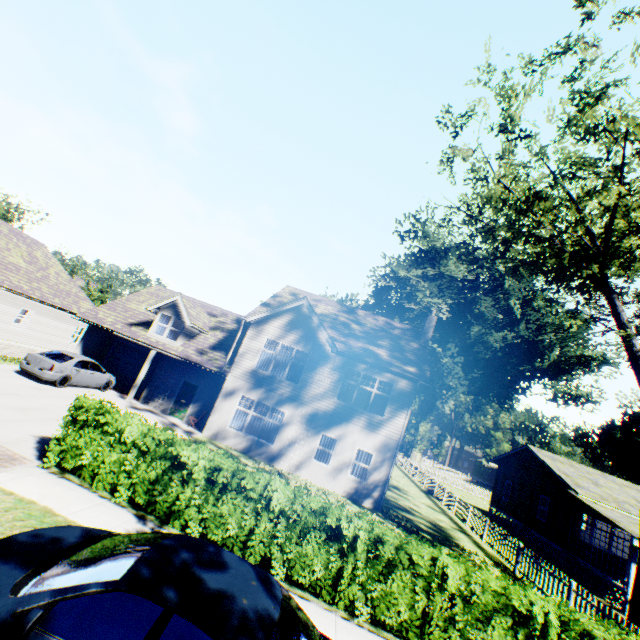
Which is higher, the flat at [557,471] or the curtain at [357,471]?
the flat at [557,471]

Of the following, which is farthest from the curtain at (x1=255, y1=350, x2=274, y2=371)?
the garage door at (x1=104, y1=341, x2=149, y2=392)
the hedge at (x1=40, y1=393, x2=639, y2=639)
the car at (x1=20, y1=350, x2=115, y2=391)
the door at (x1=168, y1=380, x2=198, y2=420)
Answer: the hedge at (x1=40, y1=393, x2=639, y2=639)

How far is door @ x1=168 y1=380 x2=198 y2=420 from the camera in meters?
19.3 m

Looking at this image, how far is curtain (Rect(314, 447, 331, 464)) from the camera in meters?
17.2

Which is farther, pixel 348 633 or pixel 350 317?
pixel 350 317

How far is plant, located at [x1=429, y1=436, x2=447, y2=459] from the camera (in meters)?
59.00

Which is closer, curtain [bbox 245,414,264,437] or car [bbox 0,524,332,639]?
car [bbox 0,524,332,639]

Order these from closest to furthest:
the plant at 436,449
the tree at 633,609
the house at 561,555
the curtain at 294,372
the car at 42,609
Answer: the car at 42,609
the tree at 633,609
the house at 561,555
the curtain at 294,372
the plant at 436,449
